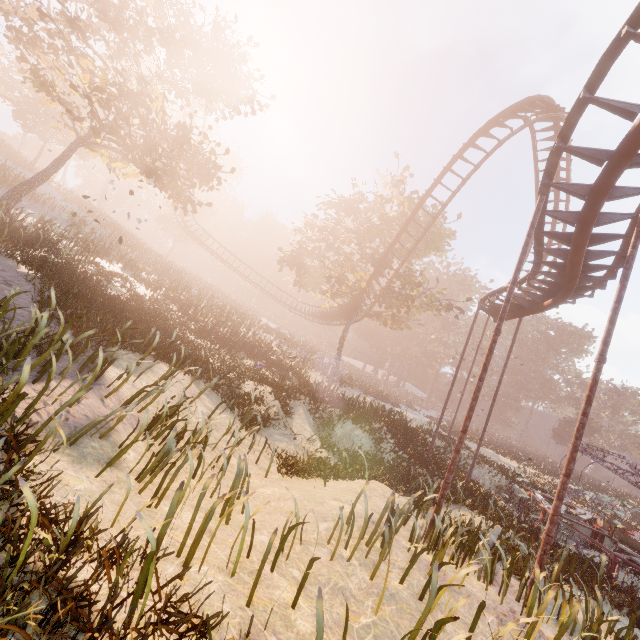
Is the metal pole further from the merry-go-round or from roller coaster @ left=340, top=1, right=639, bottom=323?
the merry-go-round

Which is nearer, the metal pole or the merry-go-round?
the metal pole

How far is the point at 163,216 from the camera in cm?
4759

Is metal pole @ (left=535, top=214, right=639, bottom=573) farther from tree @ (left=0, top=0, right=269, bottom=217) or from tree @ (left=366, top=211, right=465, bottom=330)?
tree @ (left=0, top=0, right=269, bottom=217)

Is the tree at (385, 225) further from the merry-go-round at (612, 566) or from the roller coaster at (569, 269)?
the merry-go-round at (612, 566)

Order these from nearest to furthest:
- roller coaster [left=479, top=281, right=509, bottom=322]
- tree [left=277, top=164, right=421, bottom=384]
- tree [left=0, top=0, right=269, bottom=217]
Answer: tree [left=0, top=0, right=269, bottom=217] < roller coaster [left=479, top=281, right=509, bottom=322] < tree [left=277, top=164, right=421, bottom=384]

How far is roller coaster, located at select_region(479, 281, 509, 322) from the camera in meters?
15.1

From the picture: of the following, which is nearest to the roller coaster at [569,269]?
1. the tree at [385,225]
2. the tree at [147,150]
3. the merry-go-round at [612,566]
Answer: the tree at [385,225]
